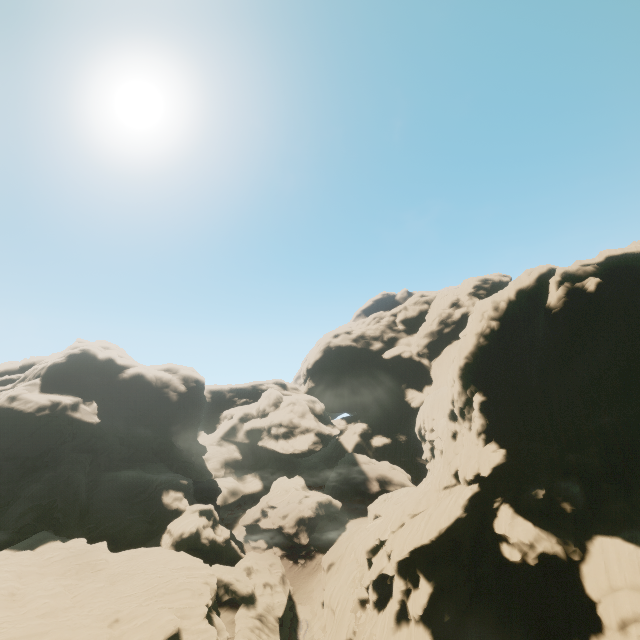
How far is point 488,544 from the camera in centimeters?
2889cm

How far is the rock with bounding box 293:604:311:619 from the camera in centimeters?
4241cm

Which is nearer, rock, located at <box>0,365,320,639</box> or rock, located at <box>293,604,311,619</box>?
rock, located at <box>0,365,320,639</box>

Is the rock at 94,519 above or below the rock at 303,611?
above

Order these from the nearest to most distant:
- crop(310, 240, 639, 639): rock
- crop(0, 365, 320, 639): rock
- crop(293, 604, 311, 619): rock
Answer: crop(310, 240, 639, 639): rock, crop(0, 365, 320, 639): rock, crop(293, 604, 311, 619): rock
